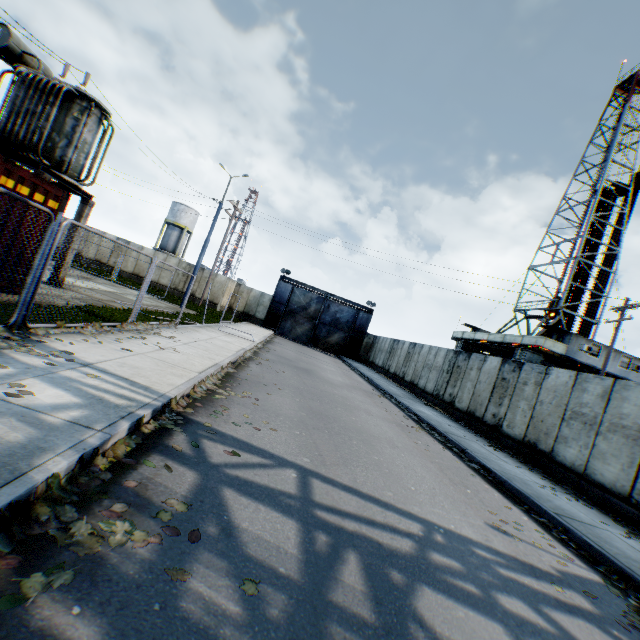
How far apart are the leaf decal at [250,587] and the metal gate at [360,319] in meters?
32.6 m

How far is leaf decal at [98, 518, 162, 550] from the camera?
2.5m

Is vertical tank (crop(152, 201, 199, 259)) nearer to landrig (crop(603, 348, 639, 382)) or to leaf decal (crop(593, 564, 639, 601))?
landrig (crop(603, 348, 639, 382))

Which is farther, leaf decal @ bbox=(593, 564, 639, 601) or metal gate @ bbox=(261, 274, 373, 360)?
metal gate @ bbox=(261, 274, 373, 360)

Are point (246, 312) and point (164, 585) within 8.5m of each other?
no

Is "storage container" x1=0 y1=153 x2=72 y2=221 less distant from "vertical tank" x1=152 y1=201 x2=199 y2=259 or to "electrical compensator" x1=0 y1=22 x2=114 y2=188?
"electrical compensator" x1=0 y1=22 x2=114 y2=188

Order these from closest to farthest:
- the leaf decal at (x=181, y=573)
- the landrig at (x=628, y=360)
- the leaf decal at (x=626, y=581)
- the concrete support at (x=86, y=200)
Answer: the leaf decal at (x=181, y=573) < the leaf decal at (x=626, y=581) < the concrete support at (x=86, y=200) < the landrig at (x=628, y=360)

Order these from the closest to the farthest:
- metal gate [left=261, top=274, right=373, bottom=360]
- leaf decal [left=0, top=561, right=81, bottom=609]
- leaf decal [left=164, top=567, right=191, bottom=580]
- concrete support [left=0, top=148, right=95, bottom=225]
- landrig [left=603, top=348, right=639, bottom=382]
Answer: leaf decal [left=0, top=561, right=81, bottom=609]
leaf decal [left=164, top=567, right=191, bottom=580]
concrete support [left=0, top=148, right=95, bottom=225]
landrig [left=603, top=348, right=639, bottom=382]
metal gate [left=261, top=274, right=373, bottom=360]
